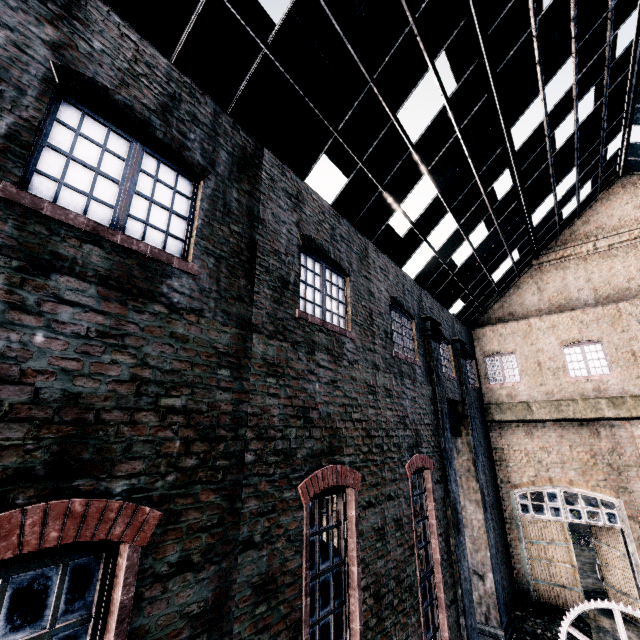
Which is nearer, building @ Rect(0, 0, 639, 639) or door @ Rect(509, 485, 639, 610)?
building @ Rect(0, 0, 639, 639)

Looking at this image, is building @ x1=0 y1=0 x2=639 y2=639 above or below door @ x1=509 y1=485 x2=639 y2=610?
above

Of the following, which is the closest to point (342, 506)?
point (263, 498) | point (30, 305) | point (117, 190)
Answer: point (263, 498)

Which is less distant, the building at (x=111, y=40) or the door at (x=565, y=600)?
the building at (x=111, y=40)

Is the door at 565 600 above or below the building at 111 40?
below
